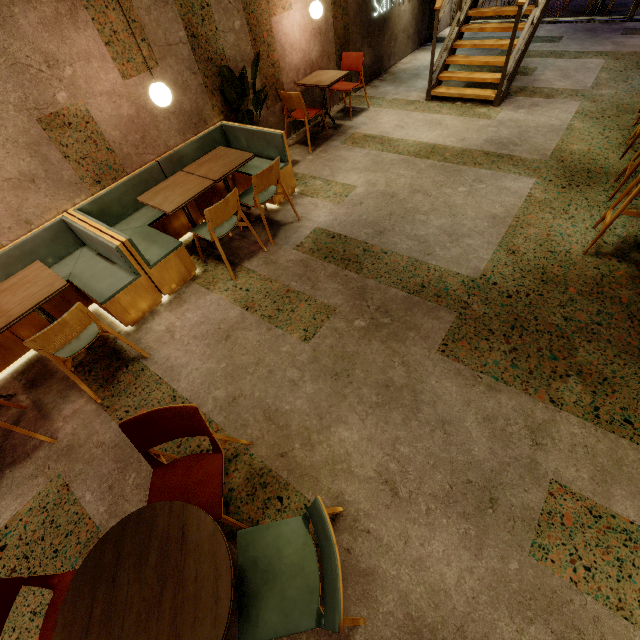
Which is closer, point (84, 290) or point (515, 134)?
point (84, 290)

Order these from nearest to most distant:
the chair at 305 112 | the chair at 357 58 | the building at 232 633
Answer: the building at 232 633, the chair at 305 112, the chair at 357 58

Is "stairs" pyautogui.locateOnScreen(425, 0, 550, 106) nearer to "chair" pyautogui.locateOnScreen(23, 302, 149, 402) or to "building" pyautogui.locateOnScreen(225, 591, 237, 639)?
"building" pyautogui.locateOnScreen(225, 591, 237, 639)

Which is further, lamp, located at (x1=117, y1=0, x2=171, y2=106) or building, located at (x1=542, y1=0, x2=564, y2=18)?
building, located at (x1=542, y1=0, x2=564, y2=18)

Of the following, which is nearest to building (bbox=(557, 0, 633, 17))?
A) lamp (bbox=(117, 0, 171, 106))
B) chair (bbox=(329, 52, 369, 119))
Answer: chair (bbox=(329, 52, 369, 119))

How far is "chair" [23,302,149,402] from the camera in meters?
2.4 m

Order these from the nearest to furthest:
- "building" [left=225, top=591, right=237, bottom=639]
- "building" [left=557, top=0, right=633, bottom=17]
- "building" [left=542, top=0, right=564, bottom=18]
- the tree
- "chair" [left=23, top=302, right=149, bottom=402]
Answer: "building" [left=225, top=591, right=237, bottom=639] → "chair" [left=23, top=302, right=149, bottom=402] → the tree → "building" [left=557, top=0, right=633, bottom=17] → "building" [left=542, top=0, right=564, bottom=18]

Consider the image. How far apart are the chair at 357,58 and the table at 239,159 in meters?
2.9
